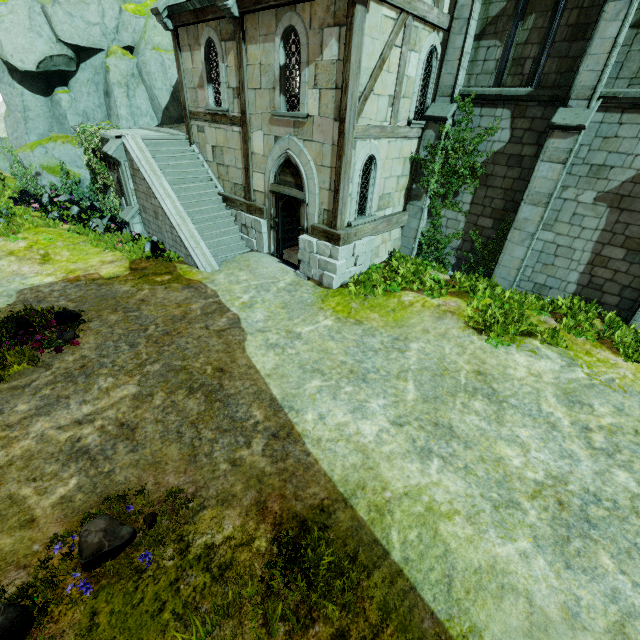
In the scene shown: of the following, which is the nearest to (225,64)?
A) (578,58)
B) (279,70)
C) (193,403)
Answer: (279,70)

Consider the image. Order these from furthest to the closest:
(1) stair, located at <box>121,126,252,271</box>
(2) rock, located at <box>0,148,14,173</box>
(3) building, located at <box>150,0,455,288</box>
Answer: (2) rock, located at <box>0,148,14,173</box> → (1) stair, located at <box>121,126,252,271</box> → (3) building, located at <box>150,0,455,288</box>

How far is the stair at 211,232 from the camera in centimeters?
1159cm

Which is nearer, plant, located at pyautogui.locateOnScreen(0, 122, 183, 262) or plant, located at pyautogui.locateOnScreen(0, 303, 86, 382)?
plant, located at pyautogui.locateOnScreen(0, 303, 86, 382)

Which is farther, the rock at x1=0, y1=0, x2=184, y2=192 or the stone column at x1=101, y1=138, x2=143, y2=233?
the rock at x1=0, y1=0, x2=184, y2=192

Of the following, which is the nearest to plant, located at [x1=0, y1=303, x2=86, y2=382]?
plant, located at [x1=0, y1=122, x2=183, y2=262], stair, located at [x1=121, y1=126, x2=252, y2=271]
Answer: stair, located at [x1=121, y1=126, x2=252, y2=271]

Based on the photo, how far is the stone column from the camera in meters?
11.8

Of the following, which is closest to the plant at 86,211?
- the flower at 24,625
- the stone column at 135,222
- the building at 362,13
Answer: the stone column at 135,222
